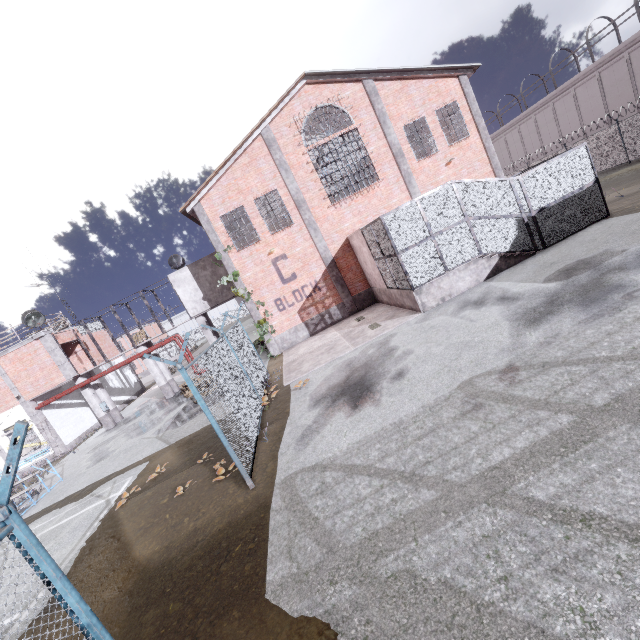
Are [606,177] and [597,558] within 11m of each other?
no

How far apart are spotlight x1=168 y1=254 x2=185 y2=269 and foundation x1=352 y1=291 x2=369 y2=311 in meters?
12.1 m

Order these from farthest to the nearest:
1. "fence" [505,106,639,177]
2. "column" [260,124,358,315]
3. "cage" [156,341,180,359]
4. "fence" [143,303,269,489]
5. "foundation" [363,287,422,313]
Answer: "cage" [156,341,180,359], "fence" [505,106,639,177], "column" [260,124,358,315], "foundation" [363,287,422,313], "fence" [143,303,269,489]

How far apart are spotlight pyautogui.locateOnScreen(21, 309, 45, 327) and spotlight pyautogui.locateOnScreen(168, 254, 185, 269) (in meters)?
7.63

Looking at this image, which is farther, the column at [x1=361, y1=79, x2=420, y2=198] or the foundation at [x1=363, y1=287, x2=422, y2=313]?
→ the column at [x1=361, y1=79, x2=420, y2=198]

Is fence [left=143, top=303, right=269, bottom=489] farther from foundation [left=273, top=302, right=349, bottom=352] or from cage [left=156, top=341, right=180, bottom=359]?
cage [left=156, top=341, right=180, bottom=359]

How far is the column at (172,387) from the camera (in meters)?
21.11

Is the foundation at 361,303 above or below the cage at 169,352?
below
